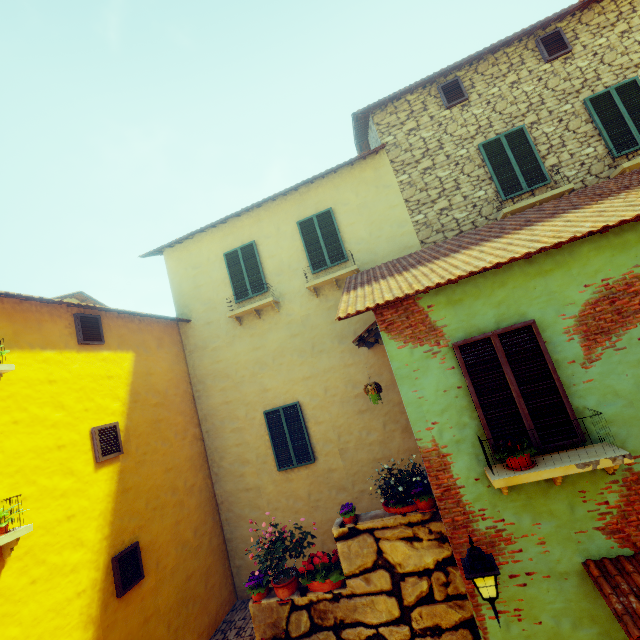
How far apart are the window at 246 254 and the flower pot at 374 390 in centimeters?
442cm

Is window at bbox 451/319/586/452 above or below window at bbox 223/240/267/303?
below

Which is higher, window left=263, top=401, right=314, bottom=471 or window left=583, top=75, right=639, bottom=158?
window left=583, top=75, right=639, bottom=158

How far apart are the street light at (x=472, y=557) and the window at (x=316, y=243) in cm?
668

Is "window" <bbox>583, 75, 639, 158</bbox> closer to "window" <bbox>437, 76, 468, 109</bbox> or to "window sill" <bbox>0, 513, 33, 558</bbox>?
"window" <bbox>437, 76, 468, 109</bbox>

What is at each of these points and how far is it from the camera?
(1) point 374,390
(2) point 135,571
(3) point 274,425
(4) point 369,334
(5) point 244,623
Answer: (1) flower pot, 6.3 meters
(2) window, 6.4 meters
(3) window, 9.0 meters
(4) door eaves, 6.7 meters
(5) stair, 7.8 meters

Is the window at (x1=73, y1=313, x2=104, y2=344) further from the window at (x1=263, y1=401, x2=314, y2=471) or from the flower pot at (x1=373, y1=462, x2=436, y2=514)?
the window at (x1=263, y1=401, x2=314, y2=471)

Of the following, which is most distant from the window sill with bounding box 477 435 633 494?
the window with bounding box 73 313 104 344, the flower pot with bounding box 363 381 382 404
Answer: the flower pot with bounding box 363 381 382 404
